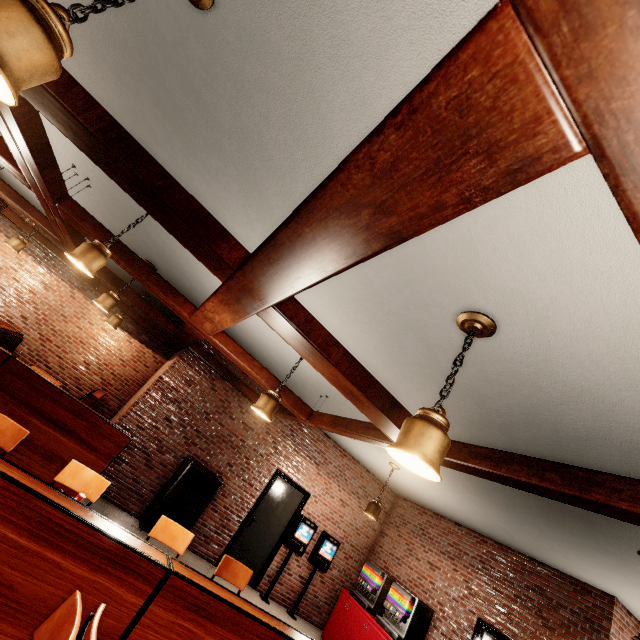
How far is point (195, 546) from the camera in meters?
6.4
